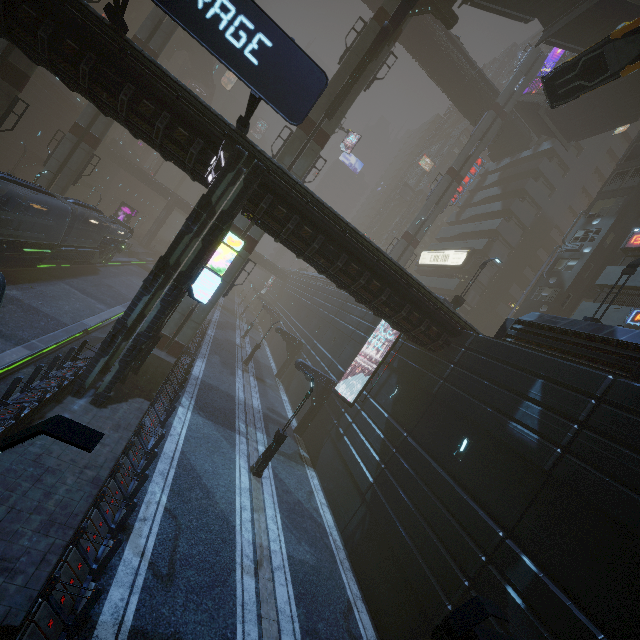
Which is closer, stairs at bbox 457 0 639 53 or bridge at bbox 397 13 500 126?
stairs at bbox 457 0 639 53

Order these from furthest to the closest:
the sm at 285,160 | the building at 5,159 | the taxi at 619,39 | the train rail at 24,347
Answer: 1. the building at 5,159
2. the sm at 285,160
3. the train rail at 24,347
4. the taxi at 619,39

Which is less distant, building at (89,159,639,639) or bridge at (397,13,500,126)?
building at (89,159,639,639)

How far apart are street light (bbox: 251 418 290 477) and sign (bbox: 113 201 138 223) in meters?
42.0 m

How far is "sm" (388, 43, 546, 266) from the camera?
36.9 meters

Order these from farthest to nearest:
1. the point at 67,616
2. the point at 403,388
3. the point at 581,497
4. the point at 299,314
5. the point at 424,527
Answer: the point at 299,314, the point at 403,388, the point at 424,527, the point at 581,497, the point at 67,616

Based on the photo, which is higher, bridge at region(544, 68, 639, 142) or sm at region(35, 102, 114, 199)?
bridge at region(544, 68, 639, 142)

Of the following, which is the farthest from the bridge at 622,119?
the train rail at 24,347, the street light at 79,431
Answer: the train rail at 24,347
